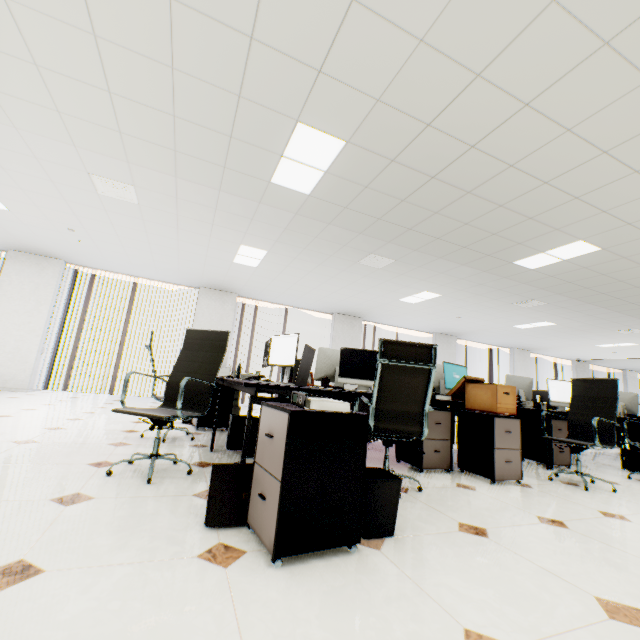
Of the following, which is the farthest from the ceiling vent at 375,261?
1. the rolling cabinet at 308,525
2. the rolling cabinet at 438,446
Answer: the rolling cabinet at 308,525

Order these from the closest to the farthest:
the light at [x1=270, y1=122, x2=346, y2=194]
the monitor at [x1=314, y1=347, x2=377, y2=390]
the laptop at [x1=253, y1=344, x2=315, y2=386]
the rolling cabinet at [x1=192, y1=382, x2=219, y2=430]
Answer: the laptop at [x1=253, y1=344, x2=315, y2=386], the light at [x1=270, y1=122, x2=346, y2=194], the monitor at [x1=314, y1=347, x2=377, y2=390], the rolling cabinet at [x1=192, y1=382, x2=219, y2=430]

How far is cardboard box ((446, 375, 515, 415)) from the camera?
3.3m

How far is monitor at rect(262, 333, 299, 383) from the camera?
3.32m

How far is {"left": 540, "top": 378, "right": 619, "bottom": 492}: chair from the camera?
3.4 meters

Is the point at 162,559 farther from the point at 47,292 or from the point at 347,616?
the point at 47,292

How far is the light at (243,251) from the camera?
5.7 meters

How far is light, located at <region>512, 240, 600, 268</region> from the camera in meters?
4.4 m
